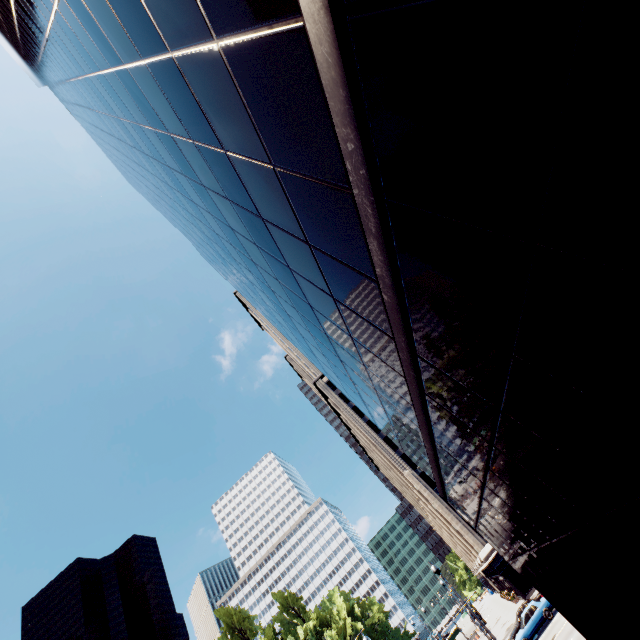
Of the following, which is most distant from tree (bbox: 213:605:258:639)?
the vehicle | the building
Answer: the building

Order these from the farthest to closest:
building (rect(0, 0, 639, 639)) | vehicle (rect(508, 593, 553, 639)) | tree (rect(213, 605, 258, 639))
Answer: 1. tree (rect(213, 605, 258, 639))
2. vehicle (rect(508, 593, 553, 639))
3. building (rect(0, 0, 639, 639))

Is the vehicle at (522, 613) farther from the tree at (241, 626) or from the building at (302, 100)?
the tree at (241, 626)

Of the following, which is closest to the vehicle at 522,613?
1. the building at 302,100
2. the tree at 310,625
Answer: the building at 302,100

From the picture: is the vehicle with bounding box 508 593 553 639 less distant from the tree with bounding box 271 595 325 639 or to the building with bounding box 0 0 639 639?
the building with bounding box 0 0 639 639

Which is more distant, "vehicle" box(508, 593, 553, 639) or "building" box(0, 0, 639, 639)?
"vehicle" box(508, 593, 553, 639)

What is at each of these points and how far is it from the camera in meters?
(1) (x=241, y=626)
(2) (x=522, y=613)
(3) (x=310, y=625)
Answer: (1) tree, 44.9
(2) vehicle, 27.6
(3) tree, 58.0
